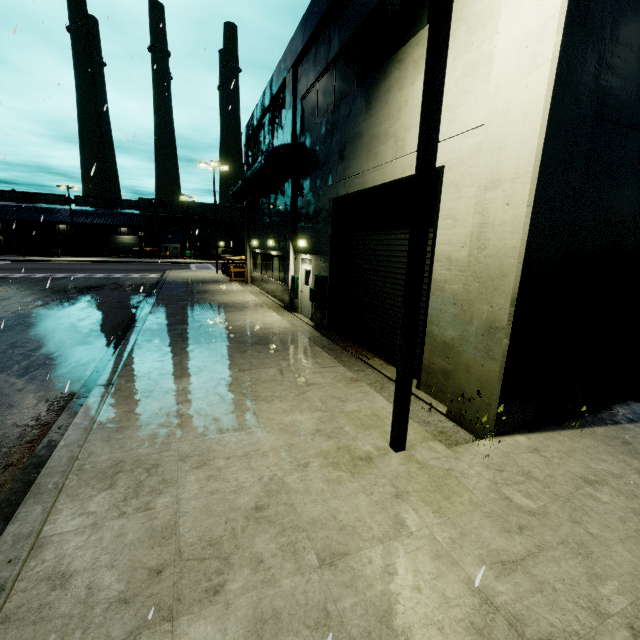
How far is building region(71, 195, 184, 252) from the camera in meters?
55.2

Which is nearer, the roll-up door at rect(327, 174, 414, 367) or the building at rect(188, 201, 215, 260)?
the roll-up door at rect(327, 174, 414, 367)

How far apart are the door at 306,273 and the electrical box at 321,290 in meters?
0.8 m

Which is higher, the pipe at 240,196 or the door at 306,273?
the pipe at 240,196

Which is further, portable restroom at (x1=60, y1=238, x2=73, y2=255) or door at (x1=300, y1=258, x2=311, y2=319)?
portable restroom at (x1=60, y1=238, x2=73, y2=255)

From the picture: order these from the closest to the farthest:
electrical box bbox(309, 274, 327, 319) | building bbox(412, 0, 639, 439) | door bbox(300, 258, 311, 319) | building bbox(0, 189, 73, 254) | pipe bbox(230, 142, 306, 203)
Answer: building bbox(412, 0, 639, 439)
electrical box bbox(309, 274, 327, 319)
pipe bbox(230, 142, 306, 203)
door bbox(300, 258, 311, 319)
building bbox(0, 189, 73, 254)

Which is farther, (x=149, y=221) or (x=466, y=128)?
(x=149, y=221)

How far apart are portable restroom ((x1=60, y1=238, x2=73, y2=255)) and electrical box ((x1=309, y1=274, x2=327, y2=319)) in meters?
60.0 m
